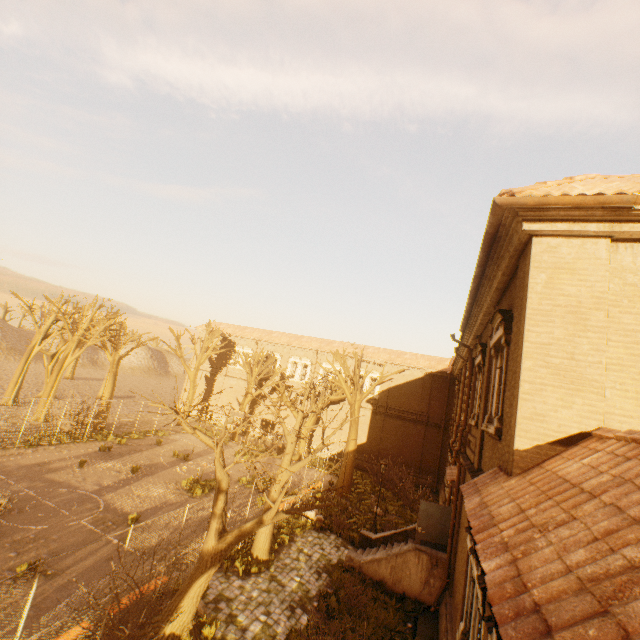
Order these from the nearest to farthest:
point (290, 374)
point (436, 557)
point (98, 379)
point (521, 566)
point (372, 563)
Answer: point (521, 566) < point (436, 557) < point (372, 563) < point (290, 374) < point (98, 379)

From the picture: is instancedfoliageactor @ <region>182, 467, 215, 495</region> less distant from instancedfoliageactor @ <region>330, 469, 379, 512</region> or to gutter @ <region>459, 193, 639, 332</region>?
instancedfoliageactor @ <region>330, 469, 379, 512</region>

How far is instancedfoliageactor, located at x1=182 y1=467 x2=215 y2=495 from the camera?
18.0m

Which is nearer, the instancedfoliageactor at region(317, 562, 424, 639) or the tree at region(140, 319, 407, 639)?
the tree at region(140, 319, 407, 639)

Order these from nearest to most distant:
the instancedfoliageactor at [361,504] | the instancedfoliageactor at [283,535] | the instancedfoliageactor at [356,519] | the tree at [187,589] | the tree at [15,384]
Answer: the tree at [187,589]
the instancedfoliageactor at [283,535]
the instancedfoliageactor at [356,519]
the instancedfoliageactor at [361,504]
the tree at [15,384]

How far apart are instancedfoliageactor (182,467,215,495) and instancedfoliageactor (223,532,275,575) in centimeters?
435cm

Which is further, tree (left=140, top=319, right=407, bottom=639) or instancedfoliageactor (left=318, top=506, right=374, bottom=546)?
instancedfoliageactor (left=318, top=506, right=374, bottom=546)

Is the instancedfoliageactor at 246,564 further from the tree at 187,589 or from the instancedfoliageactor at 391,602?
the instancedfoliageactor at 391,602
